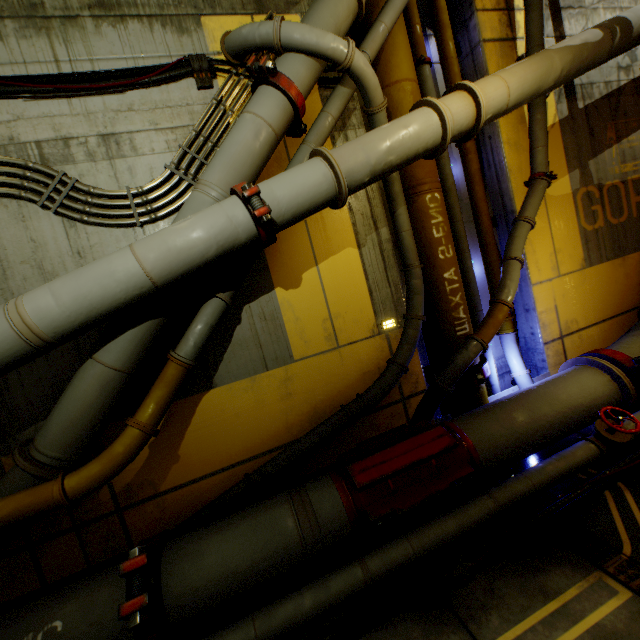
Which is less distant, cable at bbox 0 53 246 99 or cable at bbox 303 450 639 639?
cable at bbox 303 450 639 639

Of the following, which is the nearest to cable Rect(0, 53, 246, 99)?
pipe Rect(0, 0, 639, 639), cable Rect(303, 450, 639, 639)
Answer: pipe Rect(0, 0, 639, 639)

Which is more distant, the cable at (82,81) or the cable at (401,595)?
→ the cable at (82,81)

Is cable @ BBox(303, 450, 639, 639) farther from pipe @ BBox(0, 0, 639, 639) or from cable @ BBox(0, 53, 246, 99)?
cable @ BBox(0, 53, 246, 99)

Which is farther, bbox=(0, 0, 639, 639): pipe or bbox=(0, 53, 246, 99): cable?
bbox=(0, 53, 246, 99): cable

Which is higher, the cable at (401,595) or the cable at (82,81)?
the cable at (82,81)

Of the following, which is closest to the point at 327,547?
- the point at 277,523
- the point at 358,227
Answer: the point at 277,523
